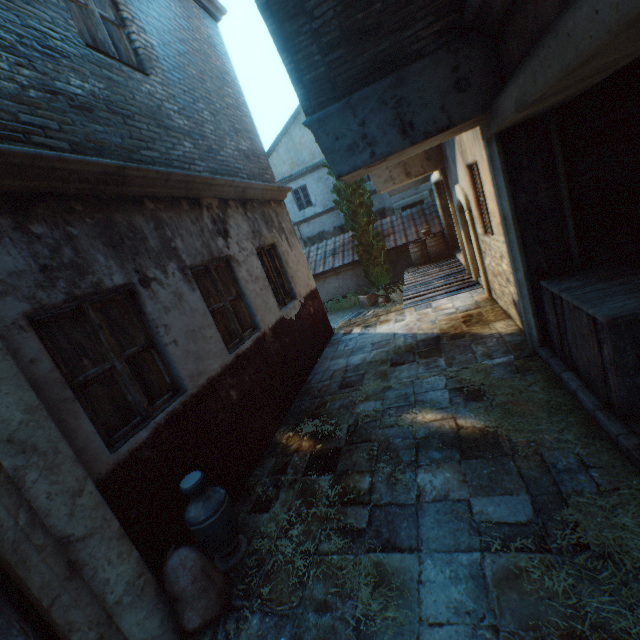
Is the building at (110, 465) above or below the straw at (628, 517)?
above

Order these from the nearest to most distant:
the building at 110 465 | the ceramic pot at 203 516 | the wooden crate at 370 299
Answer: the building at 110 465 → the ceramic pot at 203 516 → the wooden crate at 370 299

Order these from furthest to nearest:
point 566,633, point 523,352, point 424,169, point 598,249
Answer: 1. point 424,169
2. point 523,352
3. point 598,249
4. point 566,633

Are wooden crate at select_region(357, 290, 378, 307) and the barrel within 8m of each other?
yes

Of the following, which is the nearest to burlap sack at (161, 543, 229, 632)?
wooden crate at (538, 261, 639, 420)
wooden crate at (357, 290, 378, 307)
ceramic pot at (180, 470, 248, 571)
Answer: ceramic pot at (180, 470, 248, 571)

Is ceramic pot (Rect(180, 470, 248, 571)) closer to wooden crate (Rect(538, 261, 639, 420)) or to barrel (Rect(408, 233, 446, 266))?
wooden crate (Rect(538, 261, 639, 420))

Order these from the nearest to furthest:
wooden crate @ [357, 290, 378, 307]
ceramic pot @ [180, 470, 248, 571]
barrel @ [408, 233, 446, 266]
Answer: ceramic pot @ [180, 470, 248, 571] → barrel @ [408, 233, 446, 266] → wooden crate @ [357, 290, 378, 307]

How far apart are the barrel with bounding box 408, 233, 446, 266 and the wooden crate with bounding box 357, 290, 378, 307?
1.9 meters
